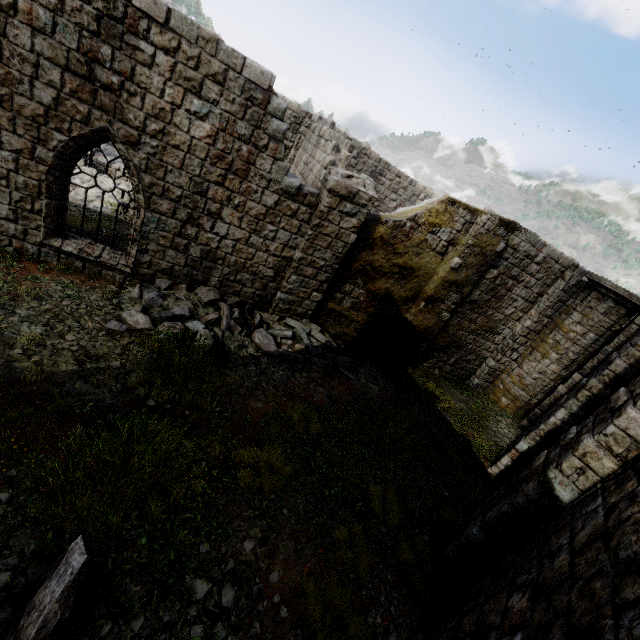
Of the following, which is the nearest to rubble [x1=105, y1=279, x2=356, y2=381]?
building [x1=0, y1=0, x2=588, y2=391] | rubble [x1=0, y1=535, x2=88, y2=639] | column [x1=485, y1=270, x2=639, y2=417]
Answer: building [x1=0, y1=0, x2=588, y2=391]

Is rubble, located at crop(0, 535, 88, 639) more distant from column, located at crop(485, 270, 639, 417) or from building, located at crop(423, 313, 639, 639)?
column, located at crop(485, 270, 639, 417)

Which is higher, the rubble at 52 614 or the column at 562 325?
the column at 562 325

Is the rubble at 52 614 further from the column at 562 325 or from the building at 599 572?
the column at 562 325

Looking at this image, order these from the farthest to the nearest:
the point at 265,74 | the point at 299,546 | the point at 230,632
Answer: the point at 265,74, the point at 299,546, the point at 230,632

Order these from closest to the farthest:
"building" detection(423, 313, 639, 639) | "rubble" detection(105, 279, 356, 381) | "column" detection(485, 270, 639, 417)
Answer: "building" detection(423, 313, 639, 639), "rubble" detection(105, 279, 356, 381), "column" detection(485, 270, 639, 417)

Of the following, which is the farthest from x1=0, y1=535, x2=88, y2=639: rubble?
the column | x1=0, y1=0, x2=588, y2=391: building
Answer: the column
